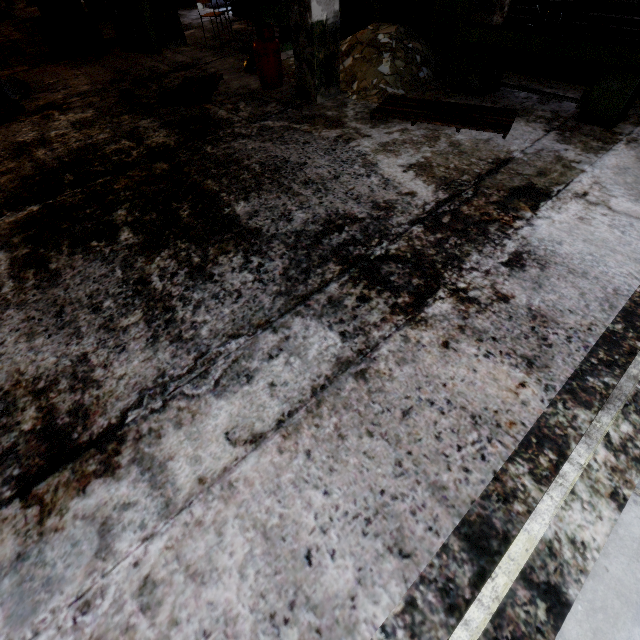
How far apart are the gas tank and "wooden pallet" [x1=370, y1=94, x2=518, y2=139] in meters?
2.1

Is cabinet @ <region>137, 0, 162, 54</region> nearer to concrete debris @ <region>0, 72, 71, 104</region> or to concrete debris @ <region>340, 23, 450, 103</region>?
concrete debris @ <region>0, 72, 71, 104</region>

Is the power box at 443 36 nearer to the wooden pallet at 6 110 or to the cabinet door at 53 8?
the wooden pallet at 6 110

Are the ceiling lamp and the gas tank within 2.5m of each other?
yes

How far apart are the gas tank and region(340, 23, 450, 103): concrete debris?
0.24m

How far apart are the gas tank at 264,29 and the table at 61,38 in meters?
5.3 m

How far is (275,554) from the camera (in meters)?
1.70

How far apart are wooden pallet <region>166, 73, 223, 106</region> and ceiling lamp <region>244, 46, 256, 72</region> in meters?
0.6 m
